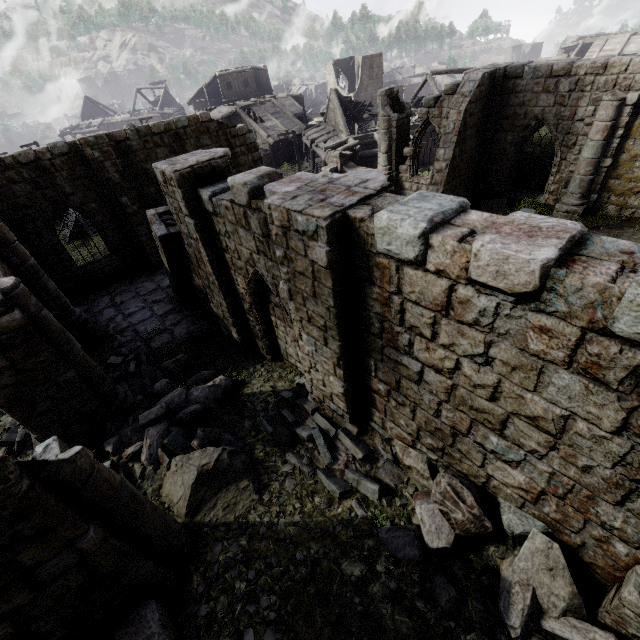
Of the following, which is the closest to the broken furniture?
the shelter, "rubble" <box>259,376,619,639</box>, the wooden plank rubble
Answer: the shelter

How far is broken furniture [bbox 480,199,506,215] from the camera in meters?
14.9

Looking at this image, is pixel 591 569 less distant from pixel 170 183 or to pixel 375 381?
pixel 375 381

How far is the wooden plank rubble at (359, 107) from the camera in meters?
30.4

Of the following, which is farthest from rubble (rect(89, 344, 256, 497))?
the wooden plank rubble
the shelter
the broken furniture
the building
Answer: the wooden plank rubble

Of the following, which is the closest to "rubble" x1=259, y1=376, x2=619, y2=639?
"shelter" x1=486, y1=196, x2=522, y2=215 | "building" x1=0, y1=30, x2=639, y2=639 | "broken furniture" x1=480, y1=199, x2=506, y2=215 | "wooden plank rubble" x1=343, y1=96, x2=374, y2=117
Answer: "building" x1=0, y1=30, x2=639, y2=639

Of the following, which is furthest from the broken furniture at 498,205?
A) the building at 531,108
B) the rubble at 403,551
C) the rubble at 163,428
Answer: the rubble at 163,428

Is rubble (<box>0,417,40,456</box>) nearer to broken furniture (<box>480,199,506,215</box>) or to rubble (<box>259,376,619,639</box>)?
rubble (<box>259,376,619,639</box>)
